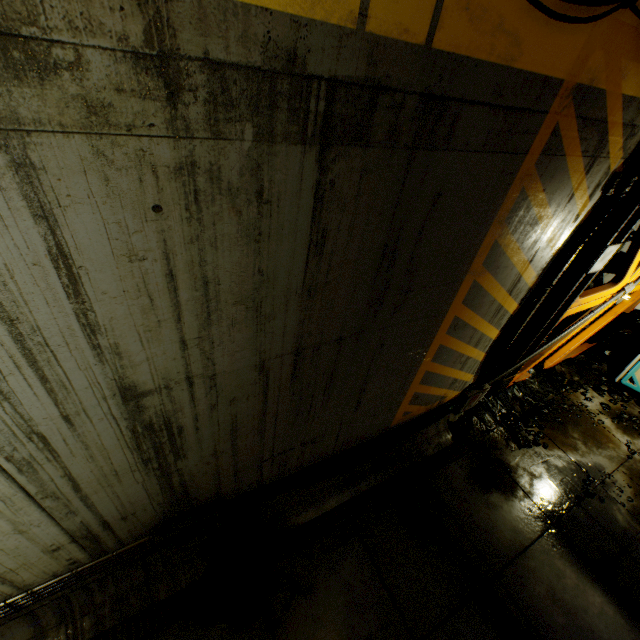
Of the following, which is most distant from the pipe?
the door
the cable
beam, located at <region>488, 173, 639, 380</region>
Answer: the door

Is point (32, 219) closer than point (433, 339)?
Yes

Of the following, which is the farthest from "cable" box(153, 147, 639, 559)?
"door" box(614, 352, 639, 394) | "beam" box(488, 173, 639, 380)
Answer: "door" box(614, 352, 639, 394)

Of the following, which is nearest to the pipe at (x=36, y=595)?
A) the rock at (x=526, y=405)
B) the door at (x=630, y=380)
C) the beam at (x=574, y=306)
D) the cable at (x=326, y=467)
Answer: the cable at (x=326, y=467)

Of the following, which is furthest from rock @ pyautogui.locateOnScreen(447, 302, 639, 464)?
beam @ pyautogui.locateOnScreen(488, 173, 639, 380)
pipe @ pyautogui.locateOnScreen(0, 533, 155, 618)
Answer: pipe @ pyautogui.locateOnScreen(0, 533, 155, 618)

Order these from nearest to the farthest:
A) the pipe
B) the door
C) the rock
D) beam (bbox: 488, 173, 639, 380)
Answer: the pipe, beam (bbox: 488, 173, 639, 380), the rock, the door

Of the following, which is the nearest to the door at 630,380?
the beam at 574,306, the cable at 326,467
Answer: the beam at 574,306

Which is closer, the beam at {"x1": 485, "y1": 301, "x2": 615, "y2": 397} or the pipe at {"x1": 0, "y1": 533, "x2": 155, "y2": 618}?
the pipe at {"x1": 0, "y1": 533, "x2": 155, "y2": 618}
